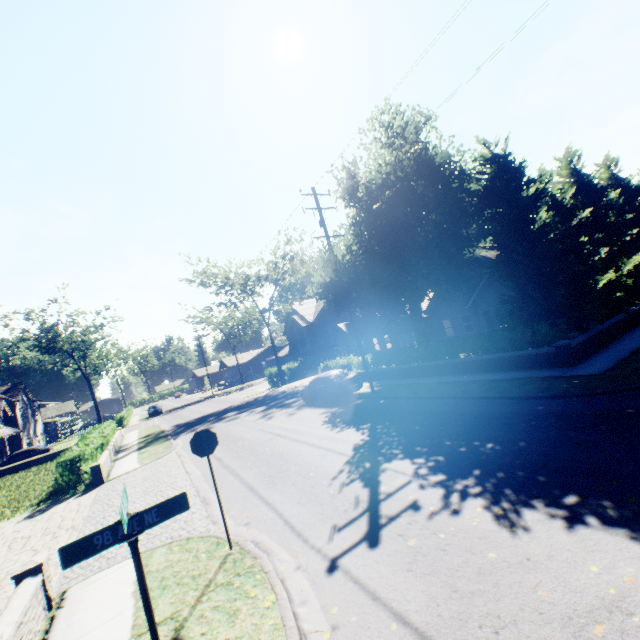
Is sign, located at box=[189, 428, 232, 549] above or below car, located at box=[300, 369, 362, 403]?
above

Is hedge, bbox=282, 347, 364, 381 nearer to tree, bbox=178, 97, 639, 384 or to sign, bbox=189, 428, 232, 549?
tree, bbox=178, 97, 639, 384

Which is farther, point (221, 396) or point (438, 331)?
point (221, 396)

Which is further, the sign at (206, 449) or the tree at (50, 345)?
the tree at (50, 345)

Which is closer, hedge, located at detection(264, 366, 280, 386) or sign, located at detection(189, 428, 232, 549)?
sign, located at detection(189, 428, 232, 549)

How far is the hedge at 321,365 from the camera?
24.7 meters

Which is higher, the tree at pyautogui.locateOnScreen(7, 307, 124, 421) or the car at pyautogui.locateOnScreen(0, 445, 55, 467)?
the tree at pyautogui.locateOnScreen(7, 307, 124, 421)

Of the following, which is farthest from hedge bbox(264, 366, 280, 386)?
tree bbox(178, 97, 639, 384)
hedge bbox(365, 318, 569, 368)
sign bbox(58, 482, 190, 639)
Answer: sign bbox(58, 482, 190, 639)
